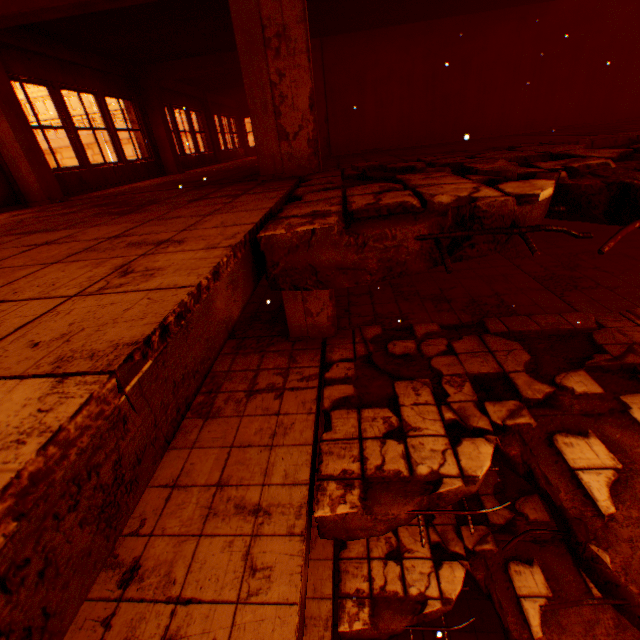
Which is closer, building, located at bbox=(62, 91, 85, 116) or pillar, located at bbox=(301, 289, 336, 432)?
pillar, located at bbox=(301, 289, 336, 432)

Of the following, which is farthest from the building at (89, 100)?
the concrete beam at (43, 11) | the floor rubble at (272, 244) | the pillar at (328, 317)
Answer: the floor rubble at (272, 244)

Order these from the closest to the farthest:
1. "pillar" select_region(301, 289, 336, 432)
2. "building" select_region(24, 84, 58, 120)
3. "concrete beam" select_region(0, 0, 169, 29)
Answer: "concrete beam" select_region(0, 0, 169, 29), "pillar" select_region(301, 289, 336, 432), "building" select_region(24, 84, 58, 120)

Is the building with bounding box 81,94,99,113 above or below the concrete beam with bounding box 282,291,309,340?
above

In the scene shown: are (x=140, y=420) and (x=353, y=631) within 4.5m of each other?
no

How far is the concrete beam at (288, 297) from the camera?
6.0m

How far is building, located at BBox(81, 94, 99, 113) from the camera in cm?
4234
